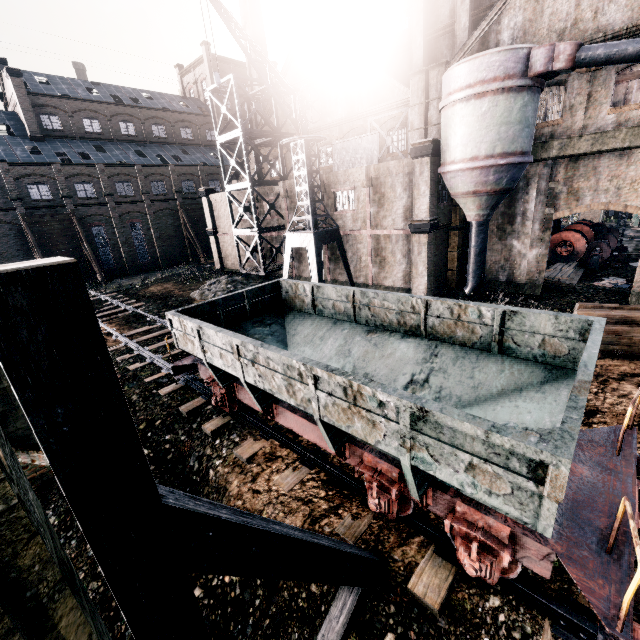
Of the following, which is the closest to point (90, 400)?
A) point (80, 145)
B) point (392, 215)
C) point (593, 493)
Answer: point (593, 493)

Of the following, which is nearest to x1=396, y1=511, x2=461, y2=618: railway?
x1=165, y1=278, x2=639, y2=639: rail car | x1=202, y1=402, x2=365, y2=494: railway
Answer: x1=165, y1=278, x2=639, y2=639: rail car

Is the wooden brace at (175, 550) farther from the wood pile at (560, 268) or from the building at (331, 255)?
the wood pile at (560, 268)

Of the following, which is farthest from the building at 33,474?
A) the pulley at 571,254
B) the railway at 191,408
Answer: the railway at 191,408

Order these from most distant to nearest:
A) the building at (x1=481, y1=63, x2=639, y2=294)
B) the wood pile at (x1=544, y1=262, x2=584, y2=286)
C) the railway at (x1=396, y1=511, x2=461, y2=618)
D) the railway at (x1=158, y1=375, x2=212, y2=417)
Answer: the wood pile at (x1=544, y1=262, x2=584, y2=286) < the building at (x1=481, y1=63, x2=639, y2=294) < the railway at (x1=158, y1=375, x2=212, y2=417) < the railway at (x1=396, y1=511, x2=461, y2=618)

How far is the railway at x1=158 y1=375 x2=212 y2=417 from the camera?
12.25m

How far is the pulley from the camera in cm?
2644

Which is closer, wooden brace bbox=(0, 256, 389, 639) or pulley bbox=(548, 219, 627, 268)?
wooden brace bbox=(0, 256, 389, 639)
